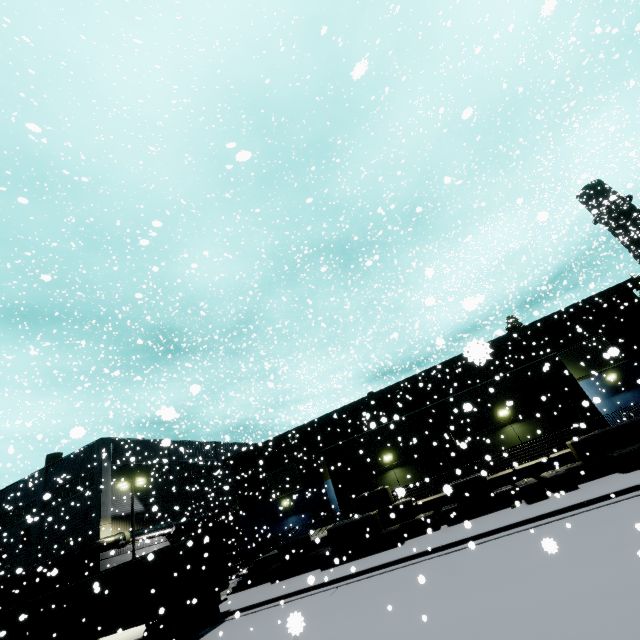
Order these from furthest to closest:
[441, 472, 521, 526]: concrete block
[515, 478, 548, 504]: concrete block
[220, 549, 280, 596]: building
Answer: [220, 549, 280, 596]: building, [441, 472, 521, 526]: concrete block, [515, 478, 548, 504]: concrete block

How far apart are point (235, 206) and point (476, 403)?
47.87m

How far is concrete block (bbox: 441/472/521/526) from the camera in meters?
16.6 m

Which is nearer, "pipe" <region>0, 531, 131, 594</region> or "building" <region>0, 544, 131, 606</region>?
"pipe" <region>0, 531, 131, 594</region>

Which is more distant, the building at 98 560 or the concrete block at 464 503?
the building at 98 560

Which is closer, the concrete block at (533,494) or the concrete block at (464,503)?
the concrete block at (533,494)

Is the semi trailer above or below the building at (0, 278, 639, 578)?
below

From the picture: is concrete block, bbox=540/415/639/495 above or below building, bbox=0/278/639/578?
below
